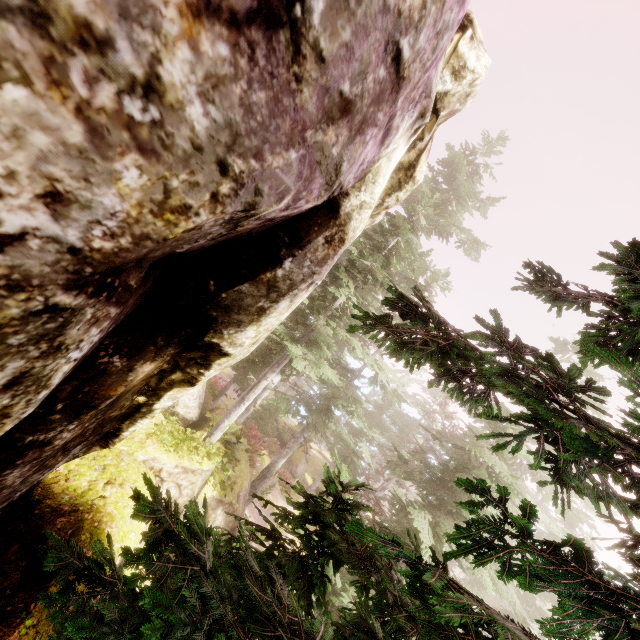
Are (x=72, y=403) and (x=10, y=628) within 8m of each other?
yes

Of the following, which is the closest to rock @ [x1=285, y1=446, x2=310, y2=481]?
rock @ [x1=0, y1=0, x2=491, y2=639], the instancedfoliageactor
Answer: the instancedfoliageactor

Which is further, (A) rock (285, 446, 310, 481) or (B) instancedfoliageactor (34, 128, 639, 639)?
(A) rock (285, 446, 310, 481)

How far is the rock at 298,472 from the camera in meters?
29.4 m

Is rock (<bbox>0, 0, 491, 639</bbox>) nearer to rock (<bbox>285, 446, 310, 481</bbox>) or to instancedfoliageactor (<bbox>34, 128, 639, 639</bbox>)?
instancedfoliageactor (<bbox>34, 128, 639, 639</bbox>)

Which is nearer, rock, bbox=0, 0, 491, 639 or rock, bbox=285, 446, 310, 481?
rock, bbox=0, 0, 491, 639

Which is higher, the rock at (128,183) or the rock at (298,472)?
the rock at (128,183)

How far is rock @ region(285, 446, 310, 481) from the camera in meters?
29.4
